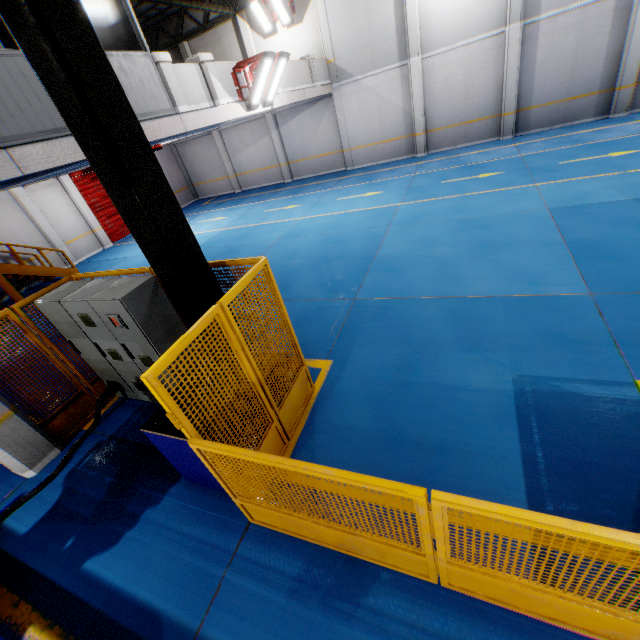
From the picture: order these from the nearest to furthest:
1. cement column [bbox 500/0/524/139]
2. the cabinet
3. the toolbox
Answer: the toolbox < the cabinet < cement column [bbox 500/0/524/139]

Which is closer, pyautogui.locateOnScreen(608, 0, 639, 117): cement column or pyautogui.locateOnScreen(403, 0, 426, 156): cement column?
pyautogui.locateOnScreen(608, 0, 639, 117): cement column

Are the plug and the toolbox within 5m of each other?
yes

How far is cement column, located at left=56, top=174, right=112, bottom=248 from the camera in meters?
15.8 m

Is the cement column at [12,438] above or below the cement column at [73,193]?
below

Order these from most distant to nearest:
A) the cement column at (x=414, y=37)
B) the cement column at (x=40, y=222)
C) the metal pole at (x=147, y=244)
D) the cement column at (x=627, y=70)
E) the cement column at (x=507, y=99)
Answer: the cement column at (x=40, y=222), the cement column at (x=414, y=37), the cement column at (x=507, y=99), the cement column at (x=627, y=70), the metal pole at (x=147, y=244)

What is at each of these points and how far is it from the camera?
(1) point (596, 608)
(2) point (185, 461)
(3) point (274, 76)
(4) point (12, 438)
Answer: (1) metal panel, 2.1 meters
(2) toolbox, 3.6 meters
(3) light, 10.2 meters
(4) cement column, 4.7 meters

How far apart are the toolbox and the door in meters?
17.8 m
